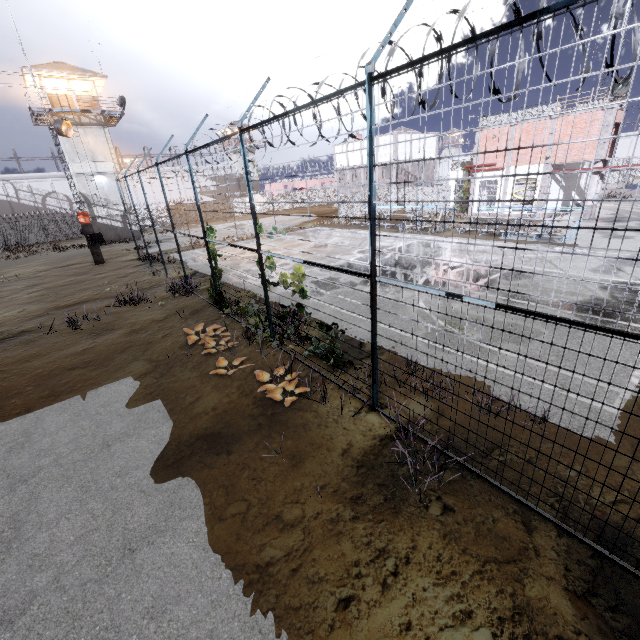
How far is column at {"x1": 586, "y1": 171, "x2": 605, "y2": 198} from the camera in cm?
2305

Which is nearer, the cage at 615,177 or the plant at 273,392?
the plant at 273,392

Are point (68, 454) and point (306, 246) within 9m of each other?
no

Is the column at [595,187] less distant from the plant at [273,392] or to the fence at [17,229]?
the fence at [17,229]

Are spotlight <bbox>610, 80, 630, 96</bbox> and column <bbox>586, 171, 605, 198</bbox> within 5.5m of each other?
yes

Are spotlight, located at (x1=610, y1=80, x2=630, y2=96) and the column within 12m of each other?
yes

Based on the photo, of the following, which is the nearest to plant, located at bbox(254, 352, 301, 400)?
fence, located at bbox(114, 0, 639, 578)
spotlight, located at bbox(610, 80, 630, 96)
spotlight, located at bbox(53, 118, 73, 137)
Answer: fence, located at bbox(114, 0, 639, 578)

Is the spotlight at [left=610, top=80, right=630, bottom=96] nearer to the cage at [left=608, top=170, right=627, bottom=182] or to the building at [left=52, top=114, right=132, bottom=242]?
the cage at [left=608, top=170, right=627, bottom=182]
